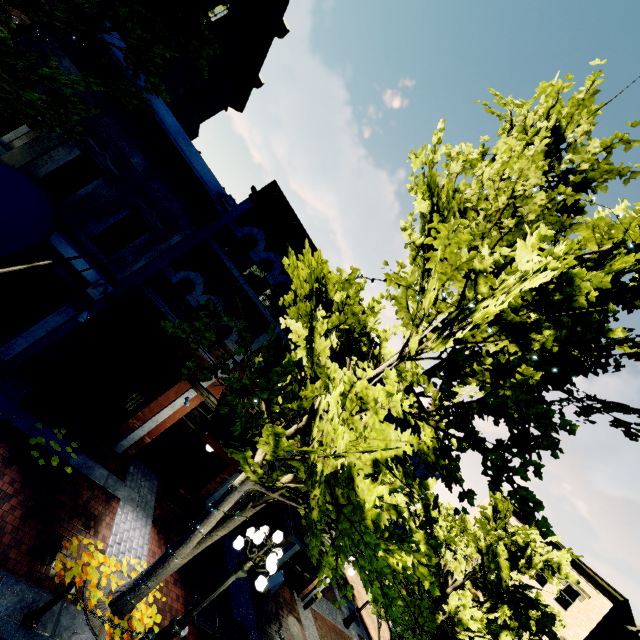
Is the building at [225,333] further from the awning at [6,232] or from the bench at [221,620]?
the bench at [221,620]

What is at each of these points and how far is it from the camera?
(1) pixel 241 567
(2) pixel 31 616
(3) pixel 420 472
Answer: (1) light, 7.2 meters
(2) post, 5.5 meters
(3) building, 15.6 meters

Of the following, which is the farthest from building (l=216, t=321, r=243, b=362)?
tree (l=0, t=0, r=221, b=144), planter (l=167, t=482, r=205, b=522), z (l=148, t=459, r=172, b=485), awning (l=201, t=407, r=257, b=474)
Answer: z (l=148, t=459, r=172, b=485)

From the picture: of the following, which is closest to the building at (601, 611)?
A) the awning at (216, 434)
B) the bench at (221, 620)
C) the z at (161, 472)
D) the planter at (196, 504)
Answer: the bench at (221, 620)

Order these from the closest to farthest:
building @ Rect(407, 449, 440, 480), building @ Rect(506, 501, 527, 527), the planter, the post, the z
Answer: the post, the planter, the z, building @ Rect(407, 449, 440, 480), building @ Rect(506, 501, 527, 527)

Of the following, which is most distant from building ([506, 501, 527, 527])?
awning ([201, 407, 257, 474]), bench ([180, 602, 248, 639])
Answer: awning ([201, 407, 257, 474])

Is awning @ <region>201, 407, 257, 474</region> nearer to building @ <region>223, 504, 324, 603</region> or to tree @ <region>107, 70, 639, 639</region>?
tree @ <region>107, 70, 639, 639</region>

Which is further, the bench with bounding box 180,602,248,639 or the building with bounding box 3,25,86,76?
the bench with bounding box 180,602,248,639
